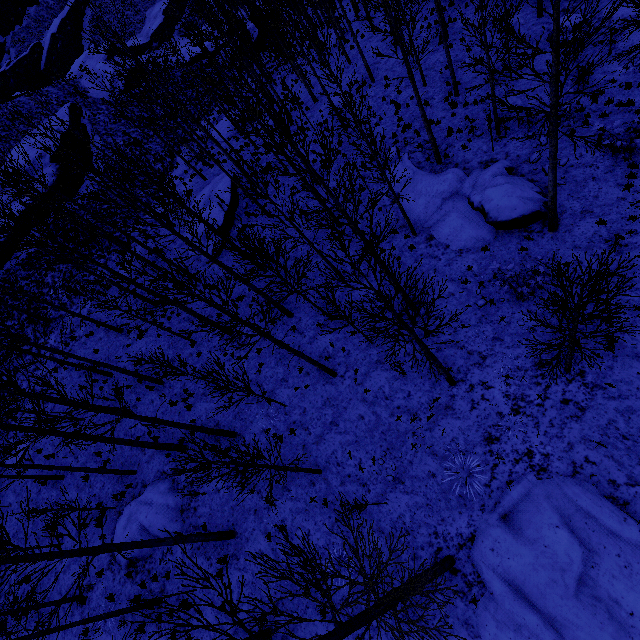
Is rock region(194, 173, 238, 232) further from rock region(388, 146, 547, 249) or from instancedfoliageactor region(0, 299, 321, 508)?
rock region(388, 146, 547, 249)

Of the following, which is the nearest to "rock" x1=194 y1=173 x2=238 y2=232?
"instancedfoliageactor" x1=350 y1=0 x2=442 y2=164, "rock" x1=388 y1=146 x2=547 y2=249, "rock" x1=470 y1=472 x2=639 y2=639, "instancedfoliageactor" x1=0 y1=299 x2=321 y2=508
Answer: "instancedfoliageactor" x1=0 y1=299 x2=321 y2=508

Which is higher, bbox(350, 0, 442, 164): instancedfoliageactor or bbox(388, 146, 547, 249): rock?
bbox(350, 0, 442, 164): instancedfoliageactor

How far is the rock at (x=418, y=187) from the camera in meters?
12.6 m

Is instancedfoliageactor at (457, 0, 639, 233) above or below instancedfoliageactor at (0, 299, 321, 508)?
below

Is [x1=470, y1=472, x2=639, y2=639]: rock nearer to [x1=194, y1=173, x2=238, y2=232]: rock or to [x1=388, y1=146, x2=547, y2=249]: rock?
[x1=388, y1=146, x2=547, y2=249]: rock

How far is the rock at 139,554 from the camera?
13.3 meters

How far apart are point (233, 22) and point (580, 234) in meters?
61.1
